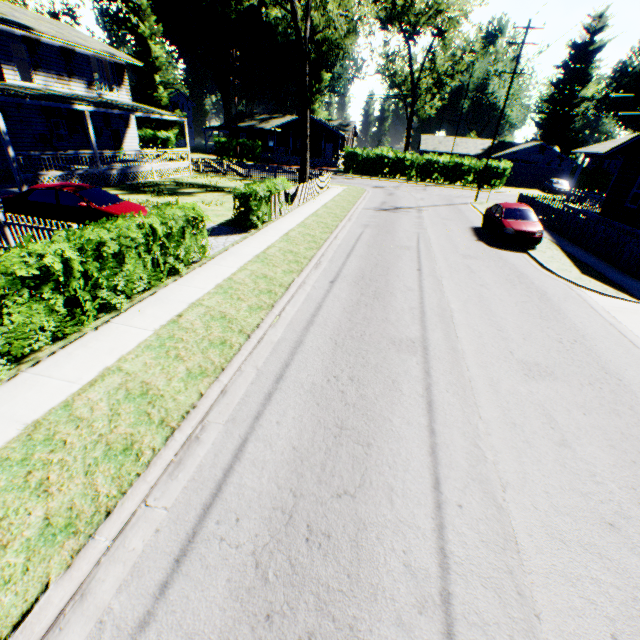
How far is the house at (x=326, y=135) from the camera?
46.86m

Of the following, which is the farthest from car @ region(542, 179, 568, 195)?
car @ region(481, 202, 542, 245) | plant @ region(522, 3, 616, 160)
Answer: car @ region(481, 202, 542, 245)

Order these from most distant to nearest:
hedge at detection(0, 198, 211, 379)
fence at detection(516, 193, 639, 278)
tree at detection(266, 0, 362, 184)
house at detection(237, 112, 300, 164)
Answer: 1. house at detection(237, 112, 300, 164)
2. tree at detection(266, 0, 362, 184)
3. fence at detection(516, 193, 639, 278)
4. hedge at detection(0, 198, 211, 379)

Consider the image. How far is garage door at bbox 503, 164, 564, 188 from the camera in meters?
45.7 m

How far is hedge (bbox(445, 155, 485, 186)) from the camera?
38.9m

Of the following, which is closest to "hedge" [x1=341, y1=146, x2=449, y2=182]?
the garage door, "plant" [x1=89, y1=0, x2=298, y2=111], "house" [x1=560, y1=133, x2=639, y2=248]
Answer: the garage door

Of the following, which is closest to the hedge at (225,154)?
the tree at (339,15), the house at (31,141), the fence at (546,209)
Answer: the house at (31,141)

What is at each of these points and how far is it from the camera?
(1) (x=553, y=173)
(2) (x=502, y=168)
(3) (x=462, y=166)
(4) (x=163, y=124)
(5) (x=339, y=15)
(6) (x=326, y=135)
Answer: (1) garage door, 45.7m
(2) hedge, 38.7m
(3) hedge, 38.9m
(4) plant, 49.2m
(5) tree, 24.1m
(6) house, 51.6m
